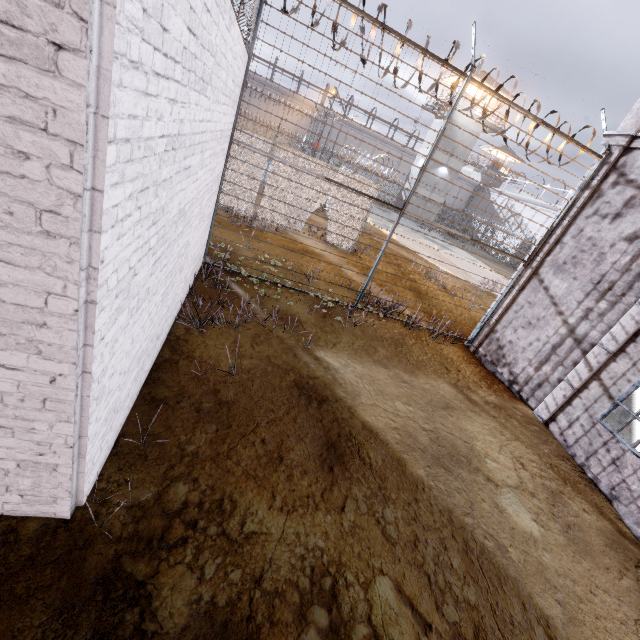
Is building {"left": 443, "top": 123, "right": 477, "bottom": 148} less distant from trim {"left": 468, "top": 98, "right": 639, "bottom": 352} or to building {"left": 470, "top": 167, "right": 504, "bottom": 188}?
building {"left": 470, "top": 167, "right": 504, "bottom": 188}

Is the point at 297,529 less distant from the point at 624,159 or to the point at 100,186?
the point at 100,186

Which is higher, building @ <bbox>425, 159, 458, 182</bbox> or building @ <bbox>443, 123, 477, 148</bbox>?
building @ <bbox>443, 123, 477, 148</bbox>

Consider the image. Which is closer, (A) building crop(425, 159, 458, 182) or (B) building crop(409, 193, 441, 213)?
(A) building crop(425, 159, 458, 182)

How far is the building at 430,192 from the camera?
36.8 meters

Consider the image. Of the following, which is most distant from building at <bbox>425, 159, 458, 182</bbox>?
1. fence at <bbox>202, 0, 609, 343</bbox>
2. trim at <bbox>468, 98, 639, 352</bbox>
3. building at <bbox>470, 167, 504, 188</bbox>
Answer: trim at <bbox>468, 98, 639, 352</bbox>
